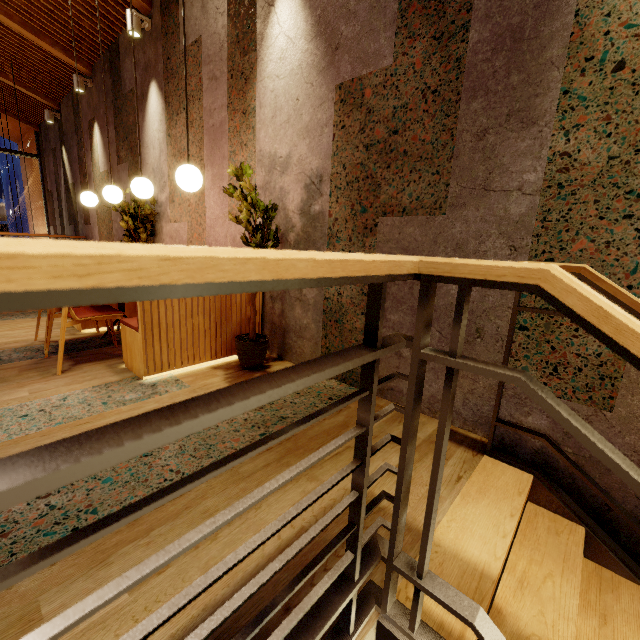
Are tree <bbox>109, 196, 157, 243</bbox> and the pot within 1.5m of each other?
no

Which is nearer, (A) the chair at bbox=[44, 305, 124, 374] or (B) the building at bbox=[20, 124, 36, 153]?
(A) the chair at bbox=[44, 305, 124, 374]

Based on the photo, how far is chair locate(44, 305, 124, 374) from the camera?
2.7m

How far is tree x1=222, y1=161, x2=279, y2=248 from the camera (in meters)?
2.61

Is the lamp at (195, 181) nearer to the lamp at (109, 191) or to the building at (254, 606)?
the building at (254, 606)

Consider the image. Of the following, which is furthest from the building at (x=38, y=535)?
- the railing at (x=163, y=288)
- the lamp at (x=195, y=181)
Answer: the lamp at (x=195, y=181)

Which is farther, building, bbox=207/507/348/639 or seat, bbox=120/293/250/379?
seat, bbox=120/293/250/379

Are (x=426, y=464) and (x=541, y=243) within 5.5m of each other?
yes
